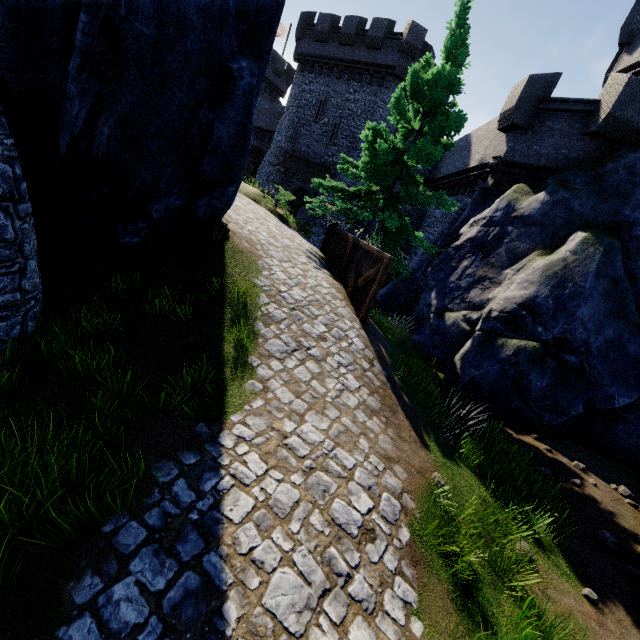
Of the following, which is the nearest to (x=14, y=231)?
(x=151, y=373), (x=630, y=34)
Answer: (x=151, y=373)

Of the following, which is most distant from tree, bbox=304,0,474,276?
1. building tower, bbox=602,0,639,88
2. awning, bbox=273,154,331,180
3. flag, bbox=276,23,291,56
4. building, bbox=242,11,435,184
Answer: flag, bbox=276,23,291,56

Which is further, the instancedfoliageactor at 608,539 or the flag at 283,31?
the flag at 283,31

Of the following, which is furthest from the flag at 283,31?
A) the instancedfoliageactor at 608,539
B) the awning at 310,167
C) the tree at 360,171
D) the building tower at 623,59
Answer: the instancedfoliageactor at 608,539

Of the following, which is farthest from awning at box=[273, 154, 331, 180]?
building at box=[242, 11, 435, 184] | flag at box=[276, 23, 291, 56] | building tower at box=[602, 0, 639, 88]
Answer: flag at box=[276, 23, 291, 56]

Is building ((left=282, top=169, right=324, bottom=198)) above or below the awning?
below

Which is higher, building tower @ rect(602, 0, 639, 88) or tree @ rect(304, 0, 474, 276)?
building tower @ rect(602, 0, 639, 88)

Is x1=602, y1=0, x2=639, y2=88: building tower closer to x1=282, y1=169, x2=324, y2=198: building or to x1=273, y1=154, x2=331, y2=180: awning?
x1=282, y1=169, x2=324, y2=198: building
